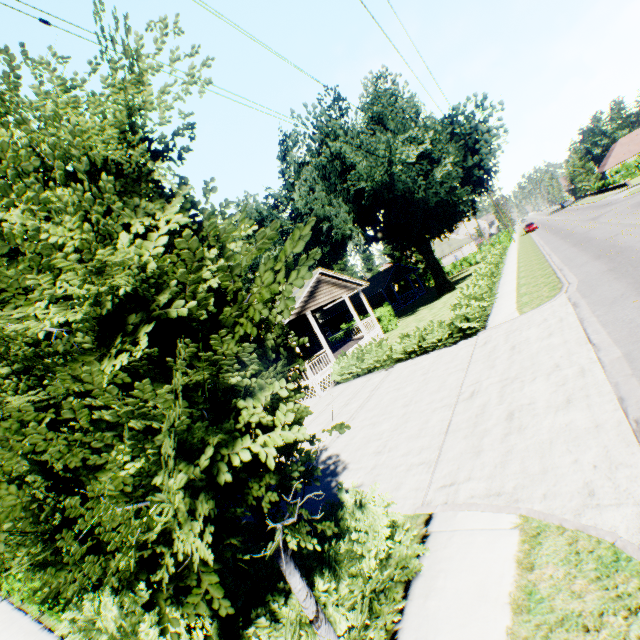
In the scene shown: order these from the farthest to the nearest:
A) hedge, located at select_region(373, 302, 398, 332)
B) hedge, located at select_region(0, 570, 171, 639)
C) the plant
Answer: hedge, located at select_region(373, 302, 398, 332) < the plant < hedge, located at select_region(0, 570, 171, 639)

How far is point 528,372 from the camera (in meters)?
8.08

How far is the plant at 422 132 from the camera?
23.7 meters

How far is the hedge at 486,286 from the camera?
14.30m

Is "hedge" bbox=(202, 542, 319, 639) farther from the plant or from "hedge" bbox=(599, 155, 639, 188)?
the plant

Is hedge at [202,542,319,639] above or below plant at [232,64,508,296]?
below

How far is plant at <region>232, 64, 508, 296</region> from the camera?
23.7 meters

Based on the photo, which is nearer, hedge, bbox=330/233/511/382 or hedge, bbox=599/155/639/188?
hedge, bbox=330/233/511/382
